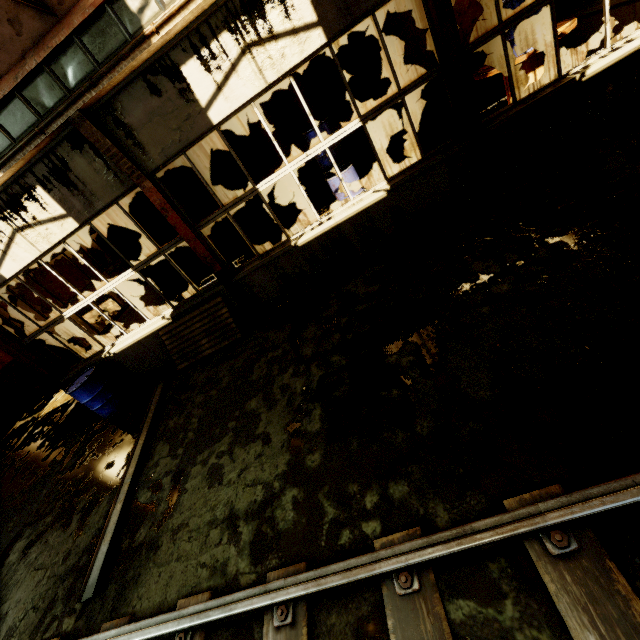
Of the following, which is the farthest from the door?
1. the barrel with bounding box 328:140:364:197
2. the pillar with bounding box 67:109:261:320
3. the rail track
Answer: the barrel with bounding box 328:140:364:197

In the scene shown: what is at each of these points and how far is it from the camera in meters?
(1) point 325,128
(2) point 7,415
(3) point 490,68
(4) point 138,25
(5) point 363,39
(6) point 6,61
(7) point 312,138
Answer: (1) barrel, 8.2 m
(2) door, 10.5 m
(3) cable drum, 7.1 m
(4) beam, 4.0 m
(5) pillar, 8.1 m
(6) building, 4.2 m
(7) barrel, 8.4 m

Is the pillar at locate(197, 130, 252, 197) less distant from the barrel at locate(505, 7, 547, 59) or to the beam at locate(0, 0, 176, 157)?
the beam at locate(0, 0, 176, 157)

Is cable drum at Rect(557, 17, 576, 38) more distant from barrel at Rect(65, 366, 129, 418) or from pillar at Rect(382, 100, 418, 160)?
barrel at Rect(65, 366, 129, 418)

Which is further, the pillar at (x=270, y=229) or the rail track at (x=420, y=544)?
the pillar at (x=270, y=229)

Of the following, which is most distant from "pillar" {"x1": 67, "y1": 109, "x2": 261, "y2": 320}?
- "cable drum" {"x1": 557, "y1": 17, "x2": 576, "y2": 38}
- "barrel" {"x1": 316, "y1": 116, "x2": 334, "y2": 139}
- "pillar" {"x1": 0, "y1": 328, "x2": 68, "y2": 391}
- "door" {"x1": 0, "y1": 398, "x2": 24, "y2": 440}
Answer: "door" {"x1": 0, "y1": 398, "x2": 24, "y2": 440}

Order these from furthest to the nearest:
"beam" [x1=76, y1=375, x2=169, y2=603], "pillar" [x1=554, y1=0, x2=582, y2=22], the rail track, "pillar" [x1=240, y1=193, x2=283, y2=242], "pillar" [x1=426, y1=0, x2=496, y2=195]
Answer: "pillar" [x1=240, y1=193, x2=283, y2=242]
"pillar" [x1=554, y1=0, x2=582, y2=22]
"pillar" [x1=426, y1=0, x2=496, y2=195]
"beam" [x1=76, y1=375, x2=169, y2=603]
the rail track

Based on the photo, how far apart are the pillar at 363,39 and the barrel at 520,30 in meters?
2.5 m
